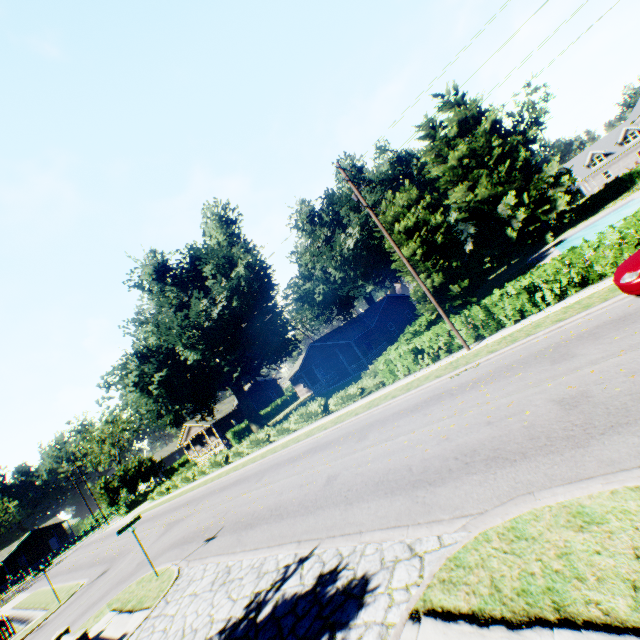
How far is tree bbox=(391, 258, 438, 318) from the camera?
27.6 meters

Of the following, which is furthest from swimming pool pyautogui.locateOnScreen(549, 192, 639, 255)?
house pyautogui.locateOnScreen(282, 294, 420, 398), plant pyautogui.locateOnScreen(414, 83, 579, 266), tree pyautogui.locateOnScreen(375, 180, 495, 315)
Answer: house pyautogui.locateOnScreen(282, 294, 420, 398)

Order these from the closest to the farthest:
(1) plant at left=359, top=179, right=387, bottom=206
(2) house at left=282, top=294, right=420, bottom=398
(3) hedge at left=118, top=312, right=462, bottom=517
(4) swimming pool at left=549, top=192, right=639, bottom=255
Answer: (3) hedge at left=118, top=312, right=462, bottom=517, (4) swimming pool at left=549, top=192, right=639, bottom=255, (2) house at left=282, top=294, right=420, bottom=398, (1) plant at left=359, top=179, right=387, bottom=206

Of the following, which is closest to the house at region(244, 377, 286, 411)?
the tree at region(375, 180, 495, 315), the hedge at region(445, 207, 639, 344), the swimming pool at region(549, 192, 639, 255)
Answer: the hedge at region(445, 207, 639, 344)

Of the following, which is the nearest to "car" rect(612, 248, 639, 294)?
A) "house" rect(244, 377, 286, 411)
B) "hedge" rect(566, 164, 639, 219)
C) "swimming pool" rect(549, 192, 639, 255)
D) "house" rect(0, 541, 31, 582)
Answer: "swimming pool" rect(549, 192, 639, 255)

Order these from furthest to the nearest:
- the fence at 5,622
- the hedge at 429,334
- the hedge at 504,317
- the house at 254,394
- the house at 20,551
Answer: the house at 20,551
the house at 254,394
the fence at 5,622
the hedge at 429,334
the hedge at 504,317

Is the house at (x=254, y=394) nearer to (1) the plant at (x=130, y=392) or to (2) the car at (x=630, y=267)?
(1) the plant at (x=130, y=392)

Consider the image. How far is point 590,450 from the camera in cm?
562
